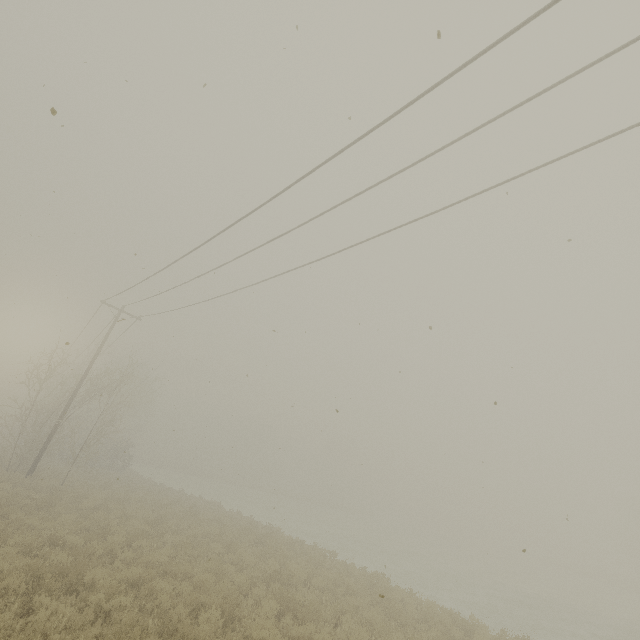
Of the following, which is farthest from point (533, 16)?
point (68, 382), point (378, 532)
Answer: point (378, 532)
